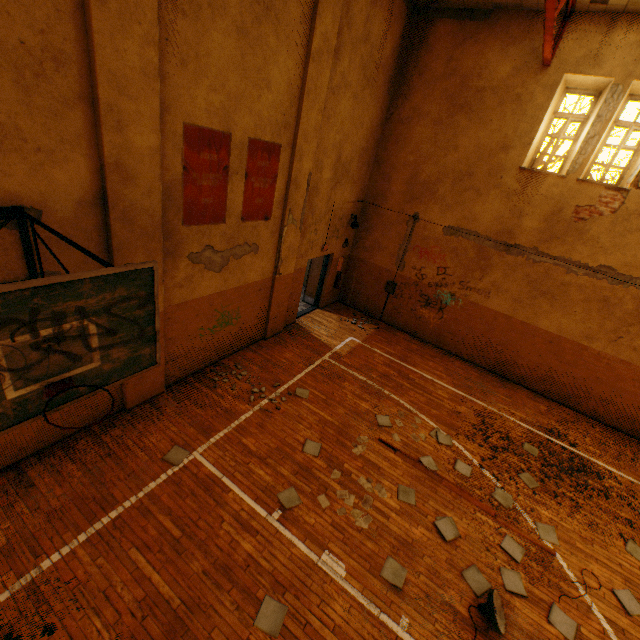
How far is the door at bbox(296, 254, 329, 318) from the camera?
11.20m

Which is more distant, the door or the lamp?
the door

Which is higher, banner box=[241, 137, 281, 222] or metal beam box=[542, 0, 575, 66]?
metal beam box=[542, 0, 575, 66]

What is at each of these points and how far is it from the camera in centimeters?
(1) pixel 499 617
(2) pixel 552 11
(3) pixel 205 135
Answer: (1) lamp, 451cm
(2) metal beam, 544cm
(3) banner, 525cm

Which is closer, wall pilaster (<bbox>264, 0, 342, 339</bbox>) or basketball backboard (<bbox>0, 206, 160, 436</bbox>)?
basketball backboard (<bbox>0, 206, 160, 436</bbox>)

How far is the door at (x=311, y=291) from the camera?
11.20m

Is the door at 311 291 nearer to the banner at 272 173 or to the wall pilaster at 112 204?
the banner at 272 173

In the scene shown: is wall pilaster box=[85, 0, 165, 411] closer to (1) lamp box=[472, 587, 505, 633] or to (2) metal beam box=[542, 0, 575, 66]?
(2) metal beam box=[542, 0, 575, 66]
